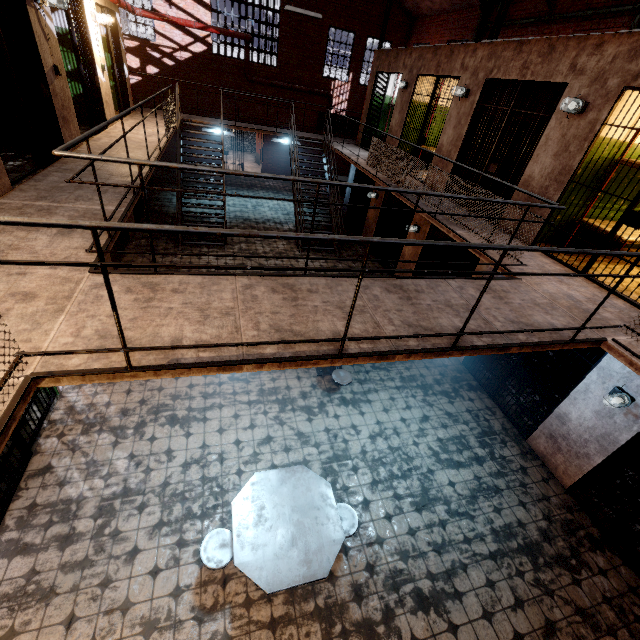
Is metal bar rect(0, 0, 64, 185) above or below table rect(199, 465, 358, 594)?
above

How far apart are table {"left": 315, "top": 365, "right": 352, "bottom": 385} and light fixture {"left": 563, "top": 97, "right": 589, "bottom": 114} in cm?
505

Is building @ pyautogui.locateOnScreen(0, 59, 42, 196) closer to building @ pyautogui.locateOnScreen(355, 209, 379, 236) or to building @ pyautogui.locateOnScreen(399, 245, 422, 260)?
building @ pyautogui.locateOnScreen(399, 245, 422, 260)

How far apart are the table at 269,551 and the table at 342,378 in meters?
2.0

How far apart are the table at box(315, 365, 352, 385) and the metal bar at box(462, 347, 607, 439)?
2.4 meters

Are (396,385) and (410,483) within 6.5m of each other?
yes

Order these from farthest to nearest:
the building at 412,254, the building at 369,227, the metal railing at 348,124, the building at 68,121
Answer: the building at 369,227 → the building at 412,254 → the building at 68,121 → the metal railing at 348,124

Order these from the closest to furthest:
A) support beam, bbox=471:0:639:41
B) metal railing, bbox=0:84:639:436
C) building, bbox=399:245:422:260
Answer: metal railing, bbox=0:84:639:436 < support beam, bbox=471:0:639:41 < building, bbox=399:245:422:260
